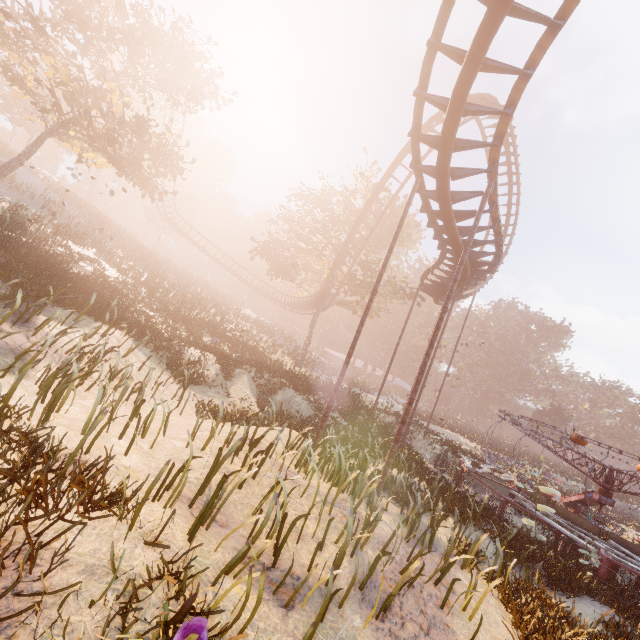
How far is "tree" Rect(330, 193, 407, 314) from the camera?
26.9m

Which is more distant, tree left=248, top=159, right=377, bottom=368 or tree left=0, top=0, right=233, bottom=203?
tree left=248, top=159, right=377, bottom=368

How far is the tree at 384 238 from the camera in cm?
2695

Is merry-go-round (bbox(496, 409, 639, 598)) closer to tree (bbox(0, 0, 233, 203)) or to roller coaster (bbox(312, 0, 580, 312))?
roller coaster (bbox(312, 0, 580, 312))

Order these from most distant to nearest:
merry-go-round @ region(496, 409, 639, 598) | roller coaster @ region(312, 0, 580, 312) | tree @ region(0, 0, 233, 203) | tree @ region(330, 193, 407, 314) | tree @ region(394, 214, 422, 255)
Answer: tree @ region(394, 214, 422, 255)
tree @ region(330, 193, 407, 314)
tree @ region(0, 0, 233, 203)
merry-go-round @ region(496, 409, 639, 598)
roller coaster @ region(312, 0, 580, 312)

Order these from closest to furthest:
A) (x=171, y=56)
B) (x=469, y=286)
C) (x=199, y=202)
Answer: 1. (x=171, y=56)
2. (x=469, y=286)
3. (x=199, y=202)

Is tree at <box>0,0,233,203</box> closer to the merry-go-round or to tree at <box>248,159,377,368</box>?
tree at <box>248,159,377,368</box>

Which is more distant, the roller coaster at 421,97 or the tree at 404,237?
the tree at 404,237
